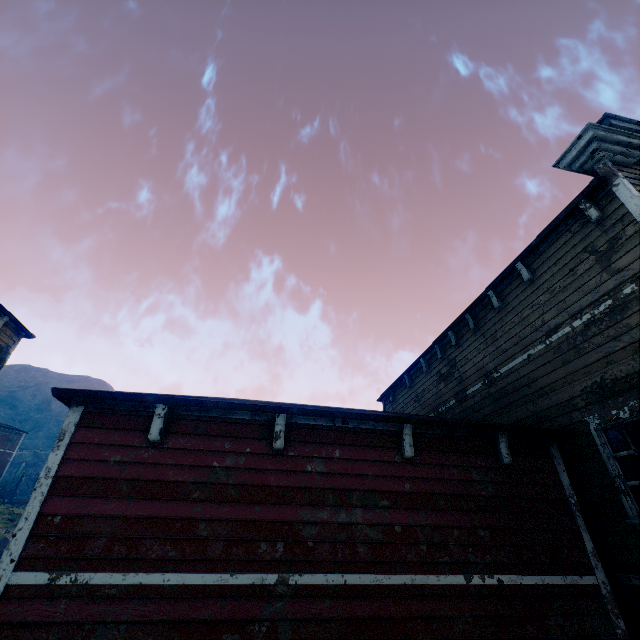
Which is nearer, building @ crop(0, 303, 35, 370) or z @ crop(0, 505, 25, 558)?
building @ crop(0, 303, 35, 370)

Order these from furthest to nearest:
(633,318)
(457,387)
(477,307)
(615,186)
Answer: (457,387) → (477,307) → (615,186) → (633,318)

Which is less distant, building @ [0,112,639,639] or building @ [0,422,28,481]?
building @ [0,112,639,639]

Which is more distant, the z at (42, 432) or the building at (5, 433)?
the z at (42, 432)

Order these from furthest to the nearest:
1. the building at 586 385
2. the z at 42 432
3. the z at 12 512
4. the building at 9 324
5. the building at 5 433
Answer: the z at 42 432 → the building at 5 433 → the z at 12 512 → the building at 9 324 → the building at 586 385

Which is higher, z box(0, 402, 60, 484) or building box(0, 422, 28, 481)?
z box(0, 402, 60, 484)

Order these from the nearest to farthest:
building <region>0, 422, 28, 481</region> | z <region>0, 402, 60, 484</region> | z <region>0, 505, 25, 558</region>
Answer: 1. z <region>0, 505, 25, 558</region>
2. building <region>0, 422, 28, 481</region>
3. z <region>0, 402, 60, 484</region>
